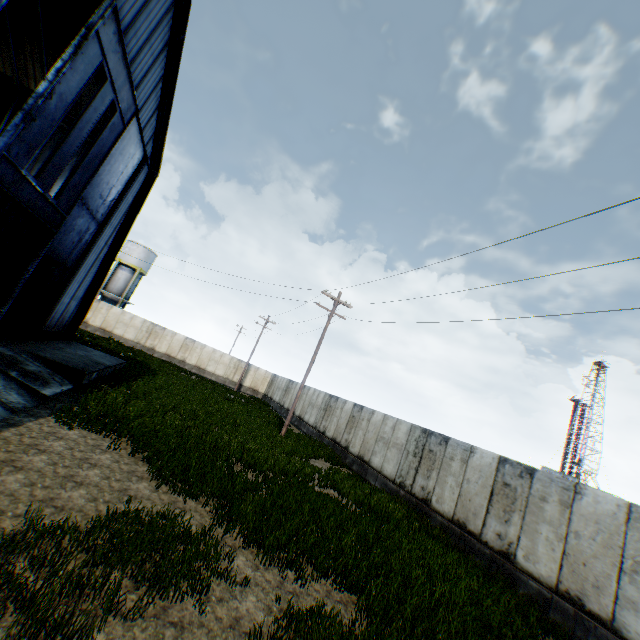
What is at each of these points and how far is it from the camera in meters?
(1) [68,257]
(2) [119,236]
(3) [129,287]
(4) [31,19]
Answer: (1) hanging door, 14.3 m
(2) building, 18.8 m
(3) vertical tank, 42.5 m
(4) building, 14.2 m

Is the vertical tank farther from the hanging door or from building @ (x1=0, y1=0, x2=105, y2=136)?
the hanging door

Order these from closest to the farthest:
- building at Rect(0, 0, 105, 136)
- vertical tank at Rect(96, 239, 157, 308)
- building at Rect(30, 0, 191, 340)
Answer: building at Rect(30, 0, 191, 340), building at Rect(0, 0, 105, 136), vertical tank at Rect(96, 239, 157, 308)

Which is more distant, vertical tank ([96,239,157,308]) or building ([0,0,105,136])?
vertical tank ([96,239,157,308])

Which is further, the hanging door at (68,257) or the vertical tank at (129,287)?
the vertical tank at (129,287)

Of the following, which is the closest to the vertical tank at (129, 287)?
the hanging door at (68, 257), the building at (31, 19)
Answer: the building at (31, 19)
